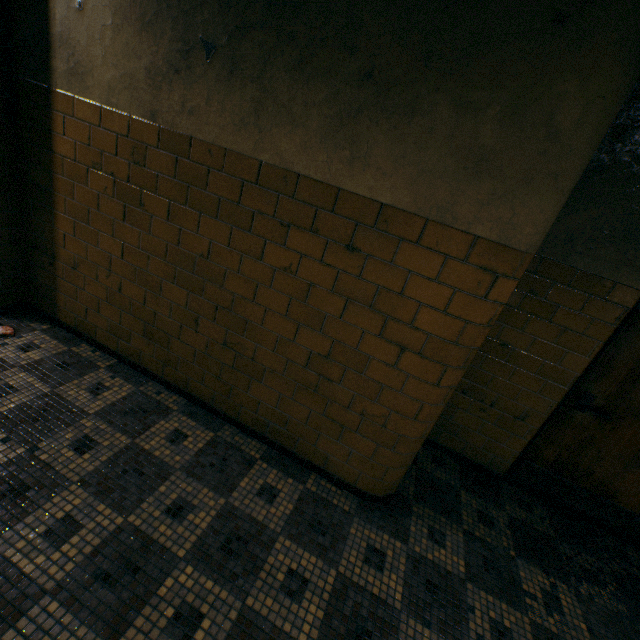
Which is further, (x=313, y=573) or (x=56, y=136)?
(x=56, y=136)
